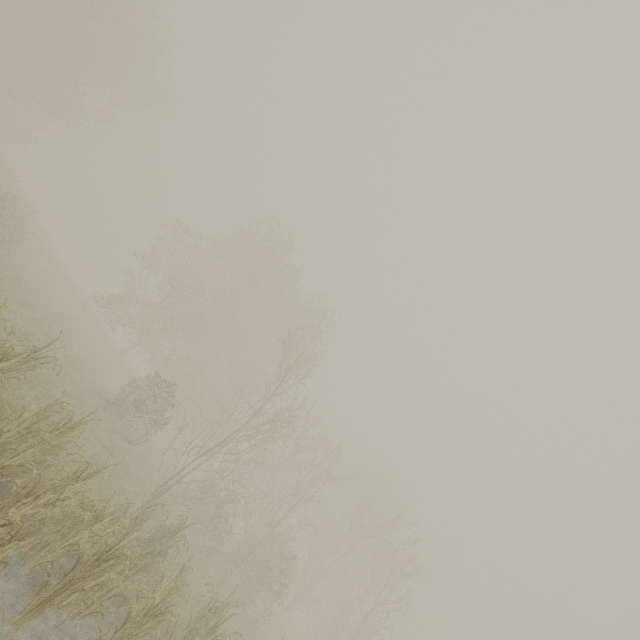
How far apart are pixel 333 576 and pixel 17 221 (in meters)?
27.84
